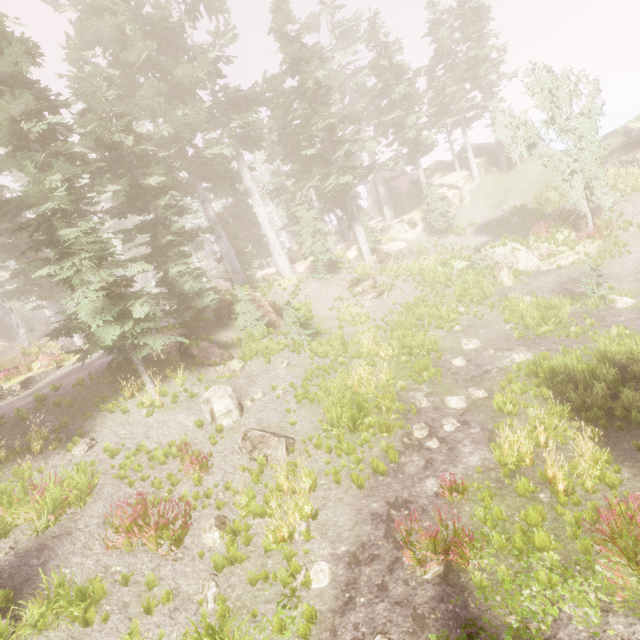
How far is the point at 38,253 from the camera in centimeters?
2653cm

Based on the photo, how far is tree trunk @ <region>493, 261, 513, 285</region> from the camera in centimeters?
1961cm

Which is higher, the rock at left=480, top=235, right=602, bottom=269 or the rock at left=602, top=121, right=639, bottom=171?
the rock at left=602, top=121, right=639, bottom=171

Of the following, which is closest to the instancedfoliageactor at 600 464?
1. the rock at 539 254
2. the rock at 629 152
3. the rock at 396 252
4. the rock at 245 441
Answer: the rock at 629 152

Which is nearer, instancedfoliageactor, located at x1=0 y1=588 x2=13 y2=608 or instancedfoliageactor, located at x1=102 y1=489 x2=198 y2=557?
instancedfoliageactor, located at x1=0 y1=588 x2=13 y2=608

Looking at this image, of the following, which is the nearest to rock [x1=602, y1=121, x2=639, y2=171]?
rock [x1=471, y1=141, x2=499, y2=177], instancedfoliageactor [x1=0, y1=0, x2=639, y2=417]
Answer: instancedfoliageactor [x1=0, y1=0, x2=639, y2=417]

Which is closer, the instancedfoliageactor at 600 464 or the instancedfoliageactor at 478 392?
the instancedfoliageactor at 600 464

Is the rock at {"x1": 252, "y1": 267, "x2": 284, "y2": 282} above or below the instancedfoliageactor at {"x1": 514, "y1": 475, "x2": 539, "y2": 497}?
above
